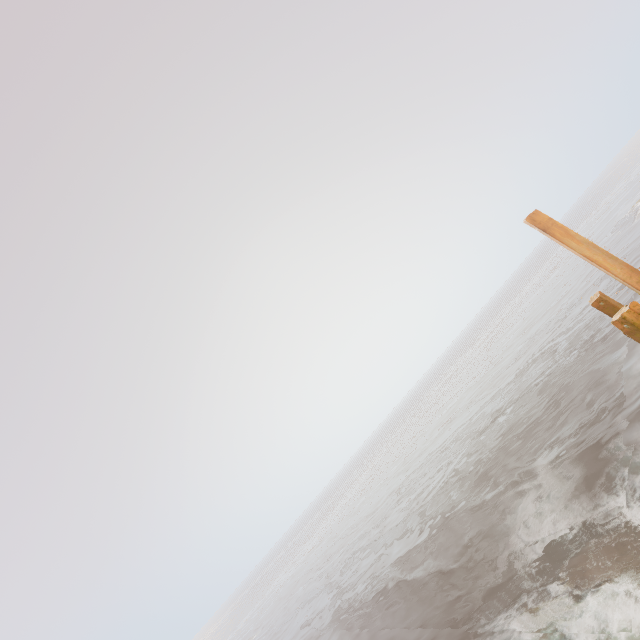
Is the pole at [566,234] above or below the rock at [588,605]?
above

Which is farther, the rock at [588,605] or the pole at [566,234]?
the pole at [566,234]

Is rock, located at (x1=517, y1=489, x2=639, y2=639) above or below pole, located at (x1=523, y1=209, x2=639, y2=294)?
below

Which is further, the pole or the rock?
the pole

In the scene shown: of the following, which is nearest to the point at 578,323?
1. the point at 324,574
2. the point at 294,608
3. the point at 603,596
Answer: the point at 603,596
